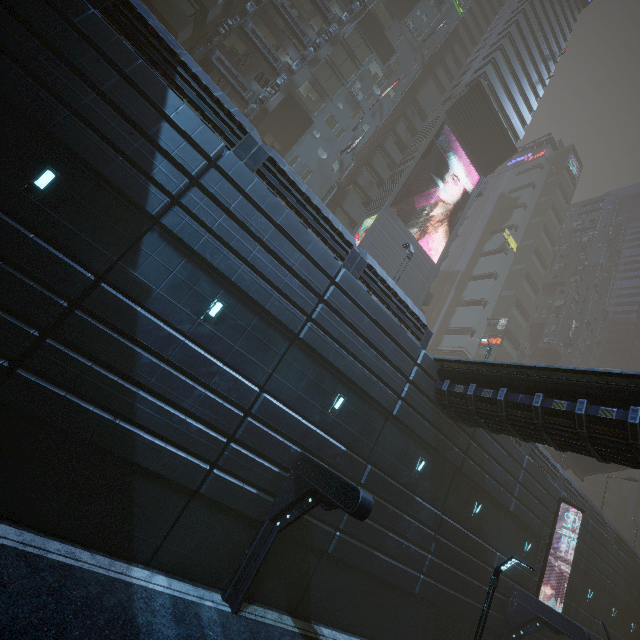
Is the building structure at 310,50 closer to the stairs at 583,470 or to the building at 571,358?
the building at 571,358

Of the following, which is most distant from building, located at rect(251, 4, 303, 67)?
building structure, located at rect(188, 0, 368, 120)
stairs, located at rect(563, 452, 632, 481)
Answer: stairs, located at rect(563, 452, 632, 481)

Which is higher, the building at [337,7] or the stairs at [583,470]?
the building at [337,7]

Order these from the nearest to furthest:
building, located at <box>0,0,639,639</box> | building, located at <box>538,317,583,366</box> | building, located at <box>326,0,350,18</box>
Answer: building, located at <box>0,0,639,639</box> < building, located at <box>326,0,350,18</box> < building, located at <box>538,317,583,366</box>

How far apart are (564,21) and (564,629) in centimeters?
6965cm

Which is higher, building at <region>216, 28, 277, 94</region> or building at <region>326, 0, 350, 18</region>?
building at <region>326, 0, 350, 18</region>
